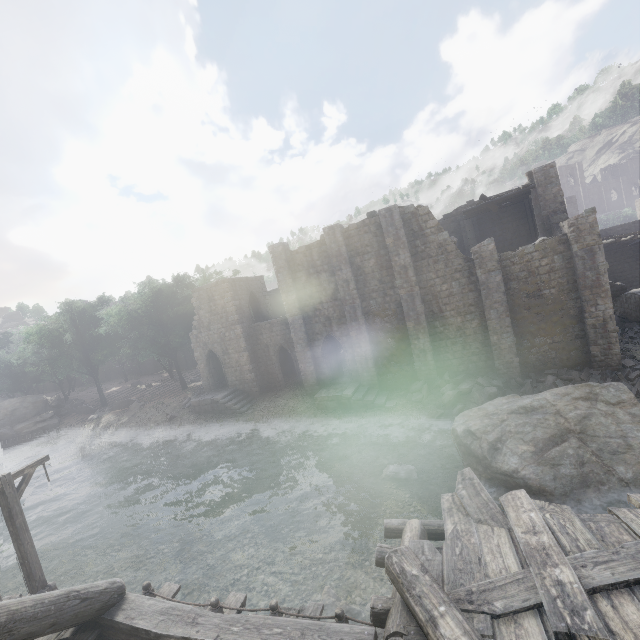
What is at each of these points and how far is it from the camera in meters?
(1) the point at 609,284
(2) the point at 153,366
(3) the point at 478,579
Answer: (1) building, 25.8 m
(2) building, 51.5 m
(3) building, 4.1 m

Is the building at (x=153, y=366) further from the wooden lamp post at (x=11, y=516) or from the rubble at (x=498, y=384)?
the wooden lamp post at (x=11, y=516)

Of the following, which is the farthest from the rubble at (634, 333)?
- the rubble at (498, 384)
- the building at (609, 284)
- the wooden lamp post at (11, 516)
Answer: the wooden lamp post at (11, 516)

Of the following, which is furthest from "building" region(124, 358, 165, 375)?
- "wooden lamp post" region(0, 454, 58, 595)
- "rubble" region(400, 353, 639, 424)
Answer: "wooden lamp post" region(0, 454, 58, 595)

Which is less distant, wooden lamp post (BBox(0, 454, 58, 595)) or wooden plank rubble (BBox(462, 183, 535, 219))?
wooden lamp post (BBox(0, 454, 58, 595))

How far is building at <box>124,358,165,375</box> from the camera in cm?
5119

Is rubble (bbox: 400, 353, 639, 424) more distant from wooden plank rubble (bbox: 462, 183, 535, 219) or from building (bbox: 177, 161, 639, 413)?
wooden plank rubble (bbox: 462, 183, 535, 219)
